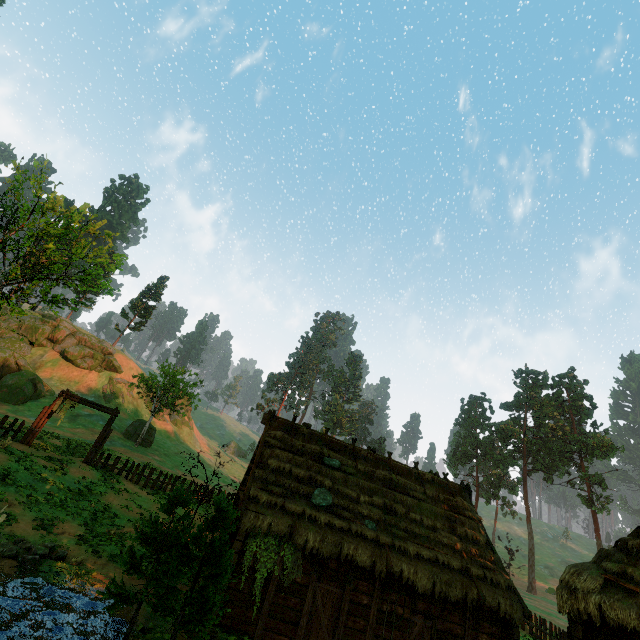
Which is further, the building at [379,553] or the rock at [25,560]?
the building at [379,553]

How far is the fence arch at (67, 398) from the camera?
20.4 meters

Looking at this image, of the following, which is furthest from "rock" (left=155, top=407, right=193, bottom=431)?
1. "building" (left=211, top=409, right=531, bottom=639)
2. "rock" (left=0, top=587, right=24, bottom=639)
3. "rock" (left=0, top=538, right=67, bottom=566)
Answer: "rock" (left=0, top=587, right=24, bottom=639)

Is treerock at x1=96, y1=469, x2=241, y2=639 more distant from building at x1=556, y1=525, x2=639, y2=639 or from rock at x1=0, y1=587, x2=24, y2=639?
rock at x1=0, y1=587, x2=24, y2=639

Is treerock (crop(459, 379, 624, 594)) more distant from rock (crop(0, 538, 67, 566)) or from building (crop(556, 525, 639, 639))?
rock (crop(0, 538, 67, 566))

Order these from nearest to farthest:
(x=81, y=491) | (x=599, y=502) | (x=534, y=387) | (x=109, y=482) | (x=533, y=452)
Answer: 1. (x=81, y=491)
2. (x=109, y=482)
3. (x=599, y=502)
4. (x=533, y=452)
5. (x=534, y=387)

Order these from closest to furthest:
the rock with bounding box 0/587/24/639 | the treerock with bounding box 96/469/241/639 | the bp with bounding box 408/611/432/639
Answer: the treerock with bounding box 96/469/241/639, the rock with bounding box 0/587/24/639, the bp with bounding box 408/611/432/639

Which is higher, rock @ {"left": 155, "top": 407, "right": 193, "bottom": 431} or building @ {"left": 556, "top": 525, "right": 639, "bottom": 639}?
rock @ {"left": 155, "top": 407, "right": 193, "bottom": 431}
